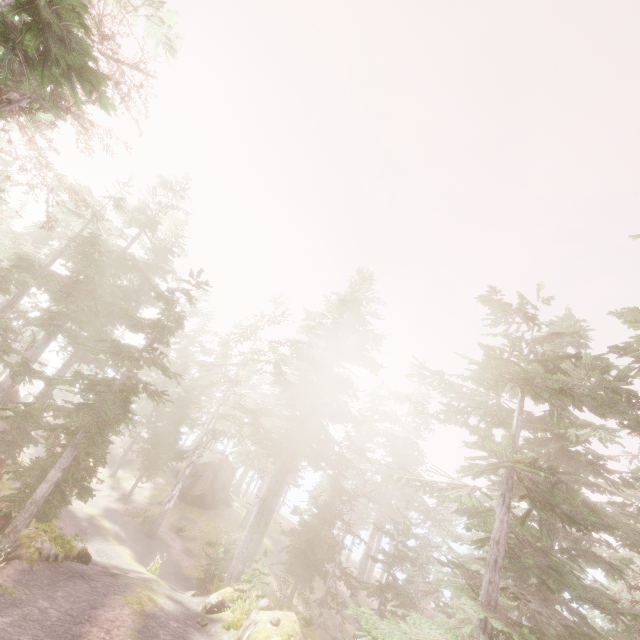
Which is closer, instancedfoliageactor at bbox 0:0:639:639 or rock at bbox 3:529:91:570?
instancedfoliageactor at bbox 0:0:639:639

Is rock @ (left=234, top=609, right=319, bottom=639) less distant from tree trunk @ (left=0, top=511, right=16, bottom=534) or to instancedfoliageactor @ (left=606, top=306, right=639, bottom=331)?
instancedfoliageactor @ (left=606, top=306, right=639, bottom=331)

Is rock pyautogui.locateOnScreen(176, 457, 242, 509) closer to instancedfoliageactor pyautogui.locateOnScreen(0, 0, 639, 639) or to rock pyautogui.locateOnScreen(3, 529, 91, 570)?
instancedfoliageactor pyautogui.locateOnScreen(0, 0, 639, 639)

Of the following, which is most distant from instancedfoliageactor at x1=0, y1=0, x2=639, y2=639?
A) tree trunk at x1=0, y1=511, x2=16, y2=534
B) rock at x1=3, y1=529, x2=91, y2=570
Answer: tree trunk at x1=0, y1=511, x2=16, y2=534

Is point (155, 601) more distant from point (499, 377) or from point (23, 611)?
point (499, 377)

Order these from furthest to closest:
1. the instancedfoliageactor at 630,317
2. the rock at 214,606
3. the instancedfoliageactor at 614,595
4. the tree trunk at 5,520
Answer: the tree trunk at 5,520, the rock at 214,606, the instancedfoliageactor at 614,595, the instancedfoliageactor at 630,317

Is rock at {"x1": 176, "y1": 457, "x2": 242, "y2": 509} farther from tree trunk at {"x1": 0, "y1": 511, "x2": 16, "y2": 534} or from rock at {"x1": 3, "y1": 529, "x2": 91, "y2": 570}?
tree trunk at {"x1": 0, "y1": 511, "x2": 16, "y2": 534}

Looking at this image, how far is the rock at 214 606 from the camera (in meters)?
14.00
